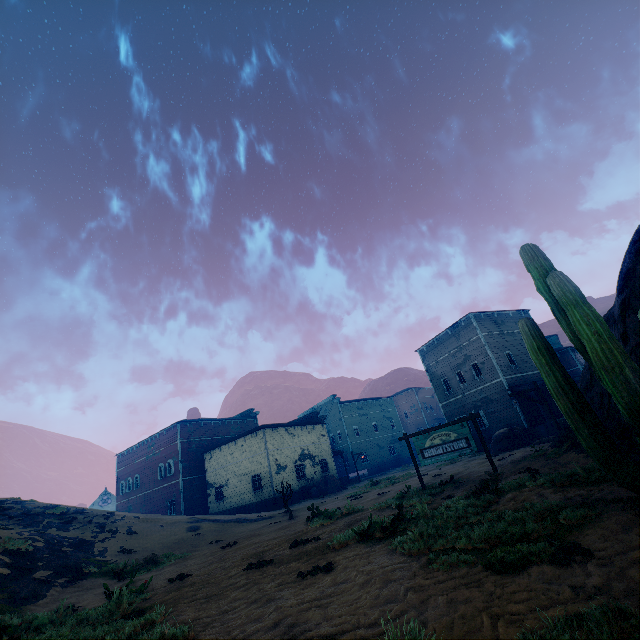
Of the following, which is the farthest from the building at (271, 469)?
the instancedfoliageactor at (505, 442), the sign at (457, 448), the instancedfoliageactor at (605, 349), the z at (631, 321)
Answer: the instancedfoliageactor at (605, 349)

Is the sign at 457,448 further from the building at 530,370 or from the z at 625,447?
the building at 530,370

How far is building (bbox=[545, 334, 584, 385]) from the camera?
32.0 meters

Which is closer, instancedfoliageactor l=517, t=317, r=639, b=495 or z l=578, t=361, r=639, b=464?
instancedfoliageactor l=517, t=317, r=639, b=495

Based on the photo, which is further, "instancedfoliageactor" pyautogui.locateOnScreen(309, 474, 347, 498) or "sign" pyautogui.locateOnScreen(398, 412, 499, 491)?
"instancedfoliageactor" pyautogui.locateOnScreen(309, 474, 347, 498)

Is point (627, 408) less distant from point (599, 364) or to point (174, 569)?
point (599, 364)

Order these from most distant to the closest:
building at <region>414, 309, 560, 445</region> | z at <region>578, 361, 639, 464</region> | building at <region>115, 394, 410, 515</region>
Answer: building at <region>115, 394, 410, 515</region>, building at <region>414, 309, 560, 445</region>, z at <region>578, 361, 639, 464</region>

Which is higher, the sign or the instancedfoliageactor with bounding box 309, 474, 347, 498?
the sign
